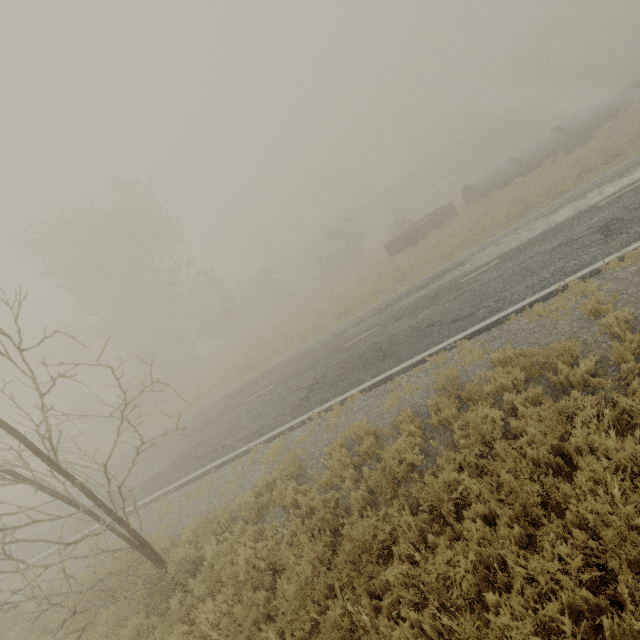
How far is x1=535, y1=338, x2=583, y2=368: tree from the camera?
5.6m

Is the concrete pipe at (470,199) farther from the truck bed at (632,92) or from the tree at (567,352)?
the tree at (567,352)

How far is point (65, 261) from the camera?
23.47m

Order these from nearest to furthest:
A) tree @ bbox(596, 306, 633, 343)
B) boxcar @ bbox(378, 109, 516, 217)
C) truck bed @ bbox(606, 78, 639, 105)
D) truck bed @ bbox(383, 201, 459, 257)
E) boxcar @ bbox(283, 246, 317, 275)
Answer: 1. tree @ bbox(596, 306, 633, 343)
2. truck bed @ bbox(383, 201, 459, 257)
3. truck bed @ bbox(606, 78, 639, 105)
4. boxcar @ bbox(378, 109, 516, 217)
5. boxcar @ bbox(283, 246, 317, 275)

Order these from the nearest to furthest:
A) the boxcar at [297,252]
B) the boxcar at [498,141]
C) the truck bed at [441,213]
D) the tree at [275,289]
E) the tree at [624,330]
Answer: the tree at [275,289] < the tree at [624,330] < the truck bed at [441,213] < the boxcar at [498,141] < the boxcar at [297,252]

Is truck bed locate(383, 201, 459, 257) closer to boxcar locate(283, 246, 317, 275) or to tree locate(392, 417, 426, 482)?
tree locate(392, 417, 426, 482)

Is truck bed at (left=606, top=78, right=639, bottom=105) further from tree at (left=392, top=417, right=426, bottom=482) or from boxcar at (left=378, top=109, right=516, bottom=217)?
boxcar at (left=378, top=109, right=516, bottom=217)

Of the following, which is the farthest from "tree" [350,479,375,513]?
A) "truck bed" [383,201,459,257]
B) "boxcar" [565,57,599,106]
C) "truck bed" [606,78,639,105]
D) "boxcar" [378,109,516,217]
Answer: "boxcar" [565,57,599,106]
